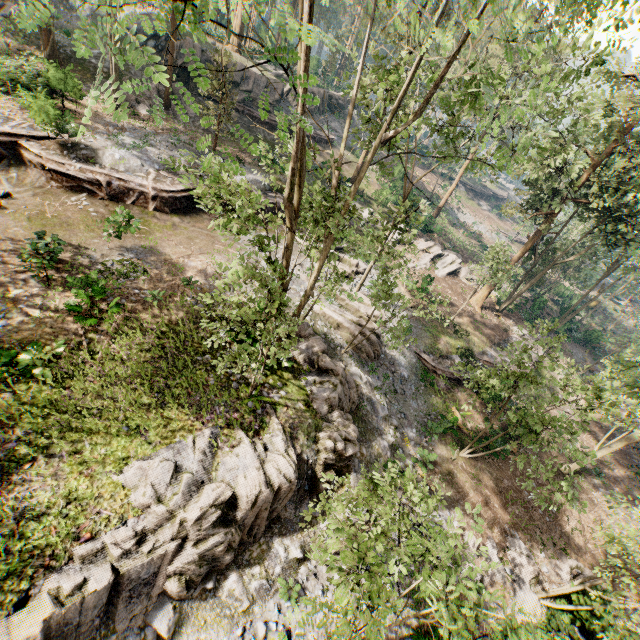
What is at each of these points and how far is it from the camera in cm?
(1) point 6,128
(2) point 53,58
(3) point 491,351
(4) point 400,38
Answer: (1) ground embankment, 1670
(2) foliage, 2430
(3) ground embankment, 2606
(4) foliage, 2364

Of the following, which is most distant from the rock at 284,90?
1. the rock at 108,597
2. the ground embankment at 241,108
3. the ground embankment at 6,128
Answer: the rock at 108,597

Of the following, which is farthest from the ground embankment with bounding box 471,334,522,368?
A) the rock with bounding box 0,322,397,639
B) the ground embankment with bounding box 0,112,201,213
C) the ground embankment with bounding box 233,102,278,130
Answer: the ground embankment with bounding box 233,102,278,130

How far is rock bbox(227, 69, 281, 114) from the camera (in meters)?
31.39

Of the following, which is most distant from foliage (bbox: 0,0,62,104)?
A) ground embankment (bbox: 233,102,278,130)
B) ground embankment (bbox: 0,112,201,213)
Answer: ground embankment (bbox: 233,102,278,130)

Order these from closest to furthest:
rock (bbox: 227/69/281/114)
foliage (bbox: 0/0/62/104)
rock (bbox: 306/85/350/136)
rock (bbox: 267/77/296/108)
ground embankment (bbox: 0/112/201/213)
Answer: foliage (bbox: 0/0/62/104), ground embankment (bbox: 0/112/201/213), rock (bbox: 227/69/281/114), rock (bbox: 267/77/296/108), rock (bbox: 306/85/350/136)

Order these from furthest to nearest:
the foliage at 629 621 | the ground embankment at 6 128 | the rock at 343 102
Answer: the rock at 343 102
the ground embankment at 6 128
the foliage at 629 621

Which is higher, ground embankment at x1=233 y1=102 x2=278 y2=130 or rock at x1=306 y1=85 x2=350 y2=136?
rock at x1=306 y1=85 x2=350 y2=136
